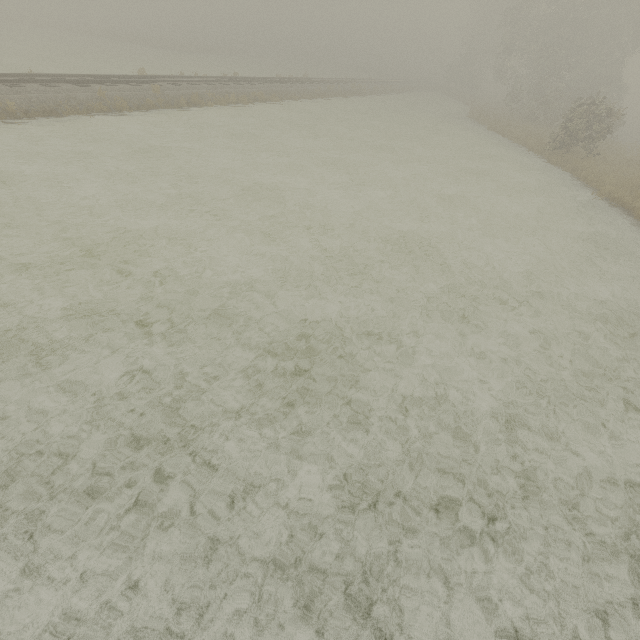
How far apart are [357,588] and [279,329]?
4.0m
